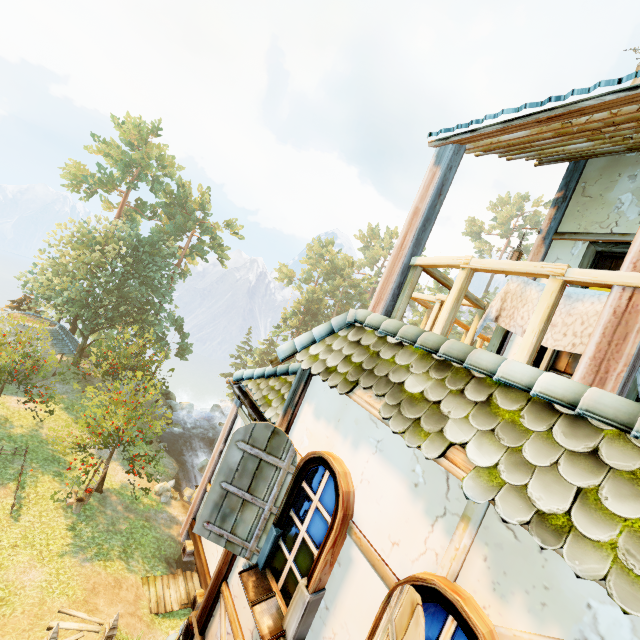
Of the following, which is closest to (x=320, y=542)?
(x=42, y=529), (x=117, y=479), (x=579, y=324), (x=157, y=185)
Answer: (x=579, y=324)

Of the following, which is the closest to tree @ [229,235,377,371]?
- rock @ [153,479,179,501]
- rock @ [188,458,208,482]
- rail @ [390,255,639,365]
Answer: rock @ [153,479,179,501]

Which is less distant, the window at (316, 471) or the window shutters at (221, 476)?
the window at (316, 471)

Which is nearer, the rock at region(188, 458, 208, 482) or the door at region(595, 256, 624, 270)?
the door at region(595, 256, 624, 270)

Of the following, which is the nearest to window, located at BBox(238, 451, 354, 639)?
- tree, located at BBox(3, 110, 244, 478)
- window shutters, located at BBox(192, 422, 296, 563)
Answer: window shutters, located at BBox(192, 422, 296, 563)

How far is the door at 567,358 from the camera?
4.66m

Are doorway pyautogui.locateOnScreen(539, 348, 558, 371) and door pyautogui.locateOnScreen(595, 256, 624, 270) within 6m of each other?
yes

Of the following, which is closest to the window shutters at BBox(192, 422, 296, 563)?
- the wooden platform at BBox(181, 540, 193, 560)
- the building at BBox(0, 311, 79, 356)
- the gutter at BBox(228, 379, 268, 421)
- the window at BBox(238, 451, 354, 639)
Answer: the window at BBox(238, 451, 354, 639)
